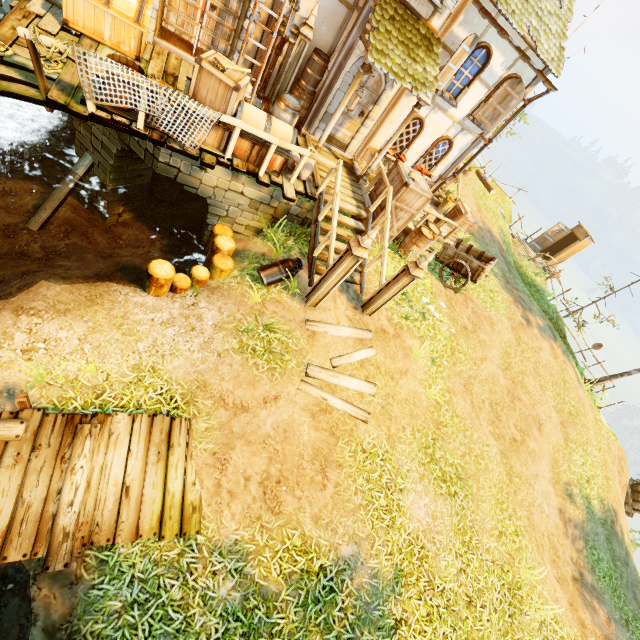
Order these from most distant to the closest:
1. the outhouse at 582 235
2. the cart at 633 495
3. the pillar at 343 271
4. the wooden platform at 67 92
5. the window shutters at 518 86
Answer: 1. the outhouse at 582 235
2. the cart at 633 495
3. the window shutters at 518 86
4. the pillar at 343 271
5. the wooden platform at 67 92

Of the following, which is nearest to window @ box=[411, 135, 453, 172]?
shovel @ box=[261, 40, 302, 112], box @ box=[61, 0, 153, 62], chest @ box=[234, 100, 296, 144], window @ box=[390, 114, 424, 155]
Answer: window @ box=[390, 114, 424, 155]

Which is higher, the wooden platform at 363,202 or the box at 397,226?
the box at 397,226

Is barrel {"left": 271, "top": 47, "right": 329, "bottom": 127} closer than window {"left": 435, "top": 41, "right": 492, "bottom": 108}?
Yes

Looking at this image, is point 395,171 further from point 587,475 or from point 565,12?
point 587,475

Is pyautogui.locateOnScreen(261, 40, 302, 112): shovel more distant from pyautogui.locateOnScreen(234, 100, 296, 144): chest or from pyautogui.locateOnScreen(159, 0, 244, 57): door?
pyautogui.locateOnScreen(234, 100, 296, 144): chest

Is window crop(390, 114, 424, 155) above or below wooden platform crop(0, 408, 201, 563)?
above

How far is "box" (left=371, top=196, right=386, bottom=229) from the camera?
8.91m
